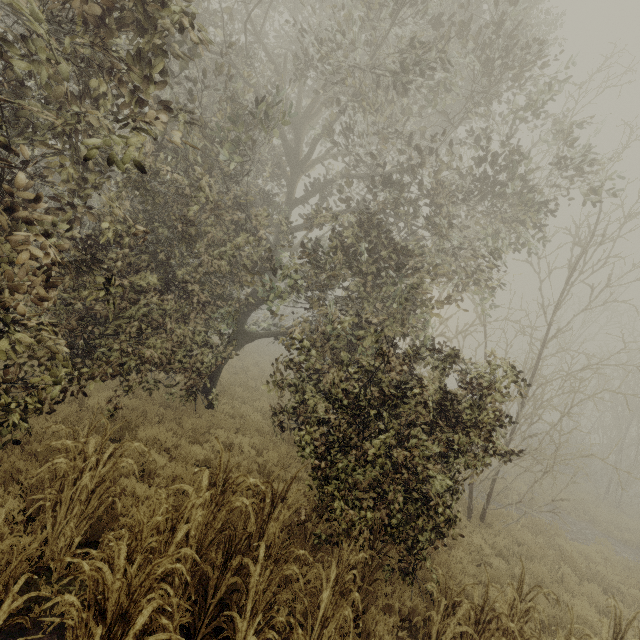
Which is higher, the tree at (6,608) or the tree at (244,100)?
the tree at (244,100)

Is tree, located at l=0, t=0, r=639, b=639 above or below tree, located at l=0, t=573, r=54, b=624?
above

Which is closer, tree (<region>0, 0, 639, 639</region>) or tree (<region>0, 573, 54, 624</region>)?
tree (<region>0, 573, 54, 624</region>)

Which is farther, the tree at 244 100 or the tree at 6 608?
the tree at 244 100

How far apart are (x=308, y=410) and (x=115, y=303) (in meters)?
4.23
